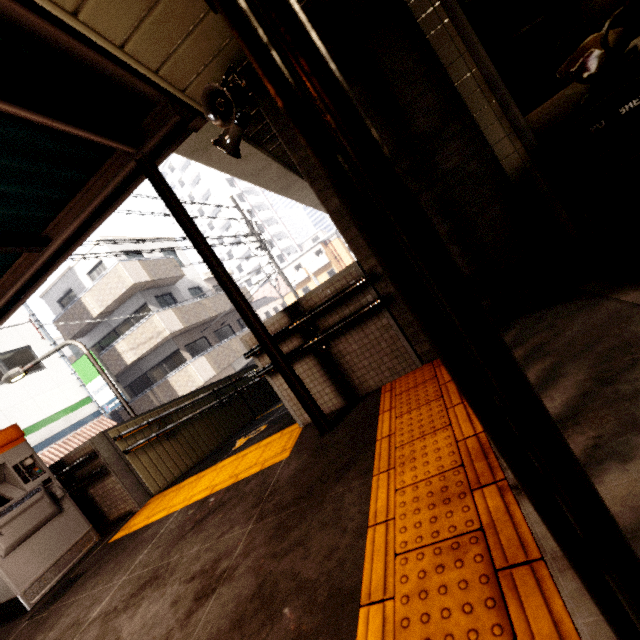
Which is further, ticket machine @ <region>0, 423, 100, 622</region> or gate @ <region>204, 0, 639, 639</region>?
ticket machine @ <region>0, 423, 100, 622</region>

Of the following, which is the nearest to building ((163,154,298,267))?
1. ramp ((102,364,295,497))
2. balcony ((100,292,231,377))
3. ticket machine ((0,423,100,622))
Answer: balcony ((100,292,231,377))

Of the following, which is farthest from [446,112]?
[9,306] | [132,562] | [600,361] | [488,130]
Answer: [9,306]

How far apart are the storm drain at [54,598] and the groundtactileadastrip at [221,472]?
0.4m

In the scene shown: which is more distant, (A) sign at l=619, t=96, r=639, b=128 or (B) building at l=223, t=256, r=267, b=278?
(B) building at l=223, t=256, r=267, b=278

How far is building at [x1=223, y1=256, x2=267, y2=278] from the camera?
54.5m

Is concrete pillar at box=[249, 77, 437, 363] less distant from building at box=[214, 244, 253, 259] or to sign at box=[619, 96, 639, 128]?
sign at box=[619, 96, 639, 128]

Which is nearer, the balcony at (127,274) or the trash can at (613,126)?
the trash can at (613,126)
